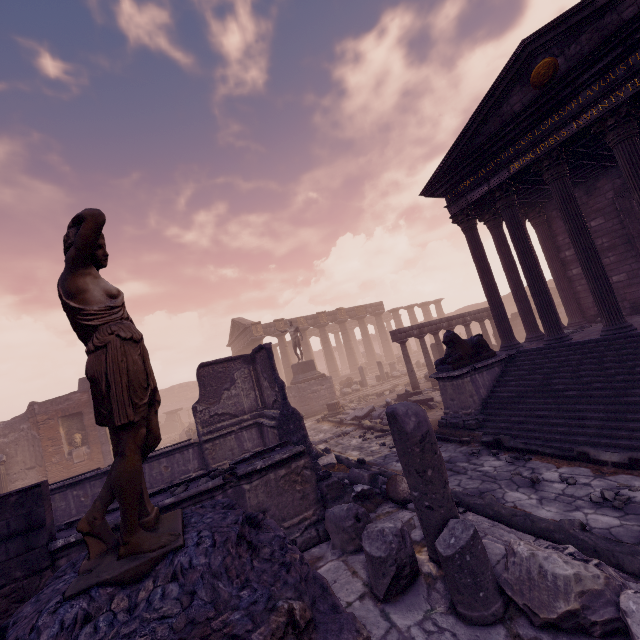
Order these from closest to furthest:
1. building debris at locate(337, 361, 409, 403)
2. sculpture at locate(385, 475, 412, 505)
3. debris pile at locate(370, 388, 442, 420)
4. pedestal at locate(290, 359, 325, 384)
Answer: sculpture at locate(385, 475, 412, 505), debris pile at locate(370, 388, 442, 420), pedestal at locate(290, 359, 325, 384), building debris at locate(337, 361, 409, 403)

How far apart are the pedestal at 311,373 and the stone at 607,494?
15.60m

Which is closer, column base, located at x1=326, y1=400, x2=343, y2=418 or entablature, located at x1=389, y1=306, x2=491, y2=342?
entablature, located at x1=389, y1=306, x2=491, y2=342

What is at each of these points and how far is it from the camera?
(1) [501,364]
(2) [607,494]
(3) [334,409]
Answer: (1) building, 9.7 meters
(2) stone, 4.6 meters
(3) column base, 16.1 meters

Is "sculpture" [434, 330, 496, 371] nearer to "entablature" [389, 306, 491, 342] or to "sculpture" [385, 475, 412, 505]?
"sculpture" [385, 475, 412, 505]

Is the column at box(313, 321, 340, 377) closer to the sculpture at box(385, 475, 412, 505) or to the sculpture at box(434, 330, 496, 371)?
the sculpture at box(434, 330, 496, 371)

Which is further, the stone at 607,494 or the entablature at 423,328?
the entablature at 423,328

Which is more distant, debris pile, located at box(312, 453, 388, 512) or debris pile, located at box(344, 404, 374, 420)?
debris pile, located at box(344, 404, 374, 420)
